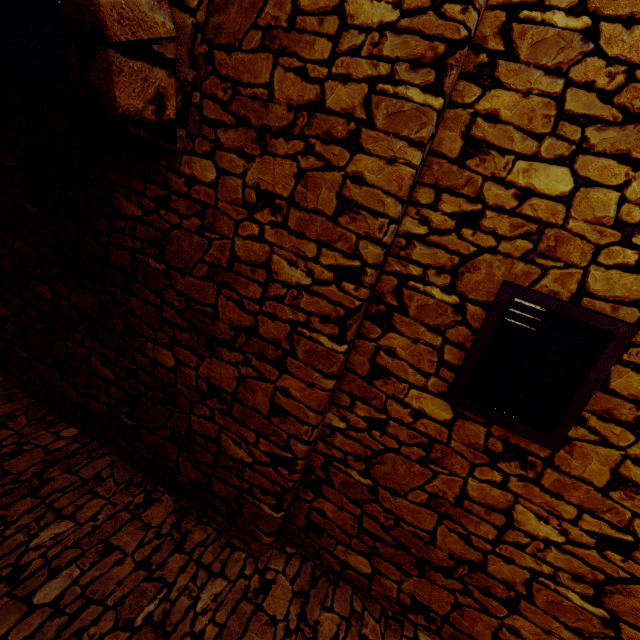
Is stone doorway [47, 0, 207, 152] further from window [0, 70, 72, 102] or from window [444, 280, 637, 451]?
window [444, 280, 637, 451]

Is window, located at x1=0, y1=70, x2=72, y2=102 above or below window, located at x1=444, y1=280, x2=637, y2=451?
above

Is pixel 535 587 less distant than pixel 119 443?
Yes

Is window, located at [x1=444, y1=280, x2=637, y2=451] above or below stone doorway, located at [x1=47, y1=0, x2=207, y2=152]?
below

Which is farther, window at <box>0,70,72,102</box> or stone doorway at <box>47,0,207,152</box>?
window at <box>0,70,72,102</box>

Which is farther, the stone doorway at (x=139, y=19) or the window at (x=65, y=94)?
the window at (x=65, y=94)

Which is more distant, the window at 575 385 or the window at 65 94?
the window at 65 94
